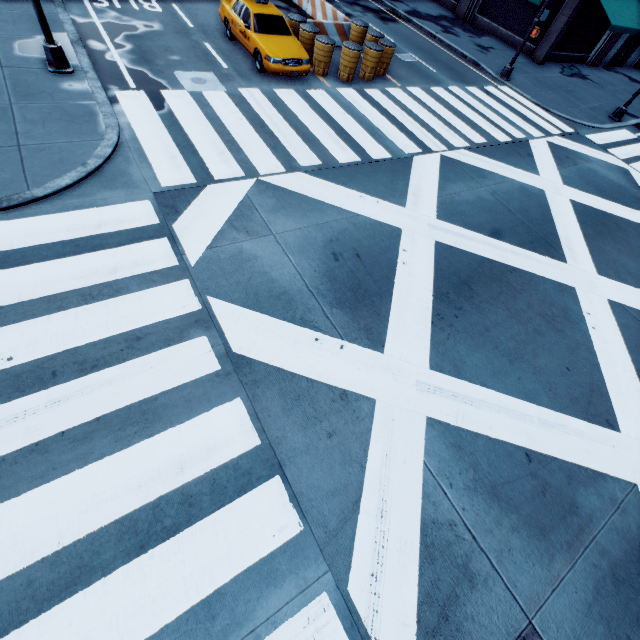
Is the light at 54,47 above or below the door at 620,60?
below

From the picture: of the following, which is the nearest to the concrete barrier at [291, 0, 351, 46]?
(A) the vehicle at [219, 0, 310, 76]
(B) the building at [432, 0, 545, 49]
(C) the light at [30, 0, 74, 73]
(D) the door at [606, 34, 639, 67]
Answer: (A) the vehicle at [219, 0, 310, 76]

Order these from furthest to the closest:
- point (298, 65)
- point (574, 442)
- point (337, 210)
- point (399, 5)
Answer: point (399, 5) → point (298, 65) → point (337, 210) → point (574, 442)

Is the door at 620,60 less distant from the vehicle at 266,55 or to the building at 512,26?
the building at 512,26

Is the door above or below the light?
above

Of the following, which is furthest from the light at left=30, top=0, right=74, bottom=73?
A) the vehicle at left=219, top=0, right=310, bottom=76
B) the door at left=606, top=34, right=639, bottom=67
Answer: the door at left=606, top=34, right=639, bottom=67

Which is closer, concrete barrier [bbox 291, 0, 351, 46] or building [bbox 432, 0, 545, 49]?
concrete barrier [bbox 291, 0, 351, 46]
